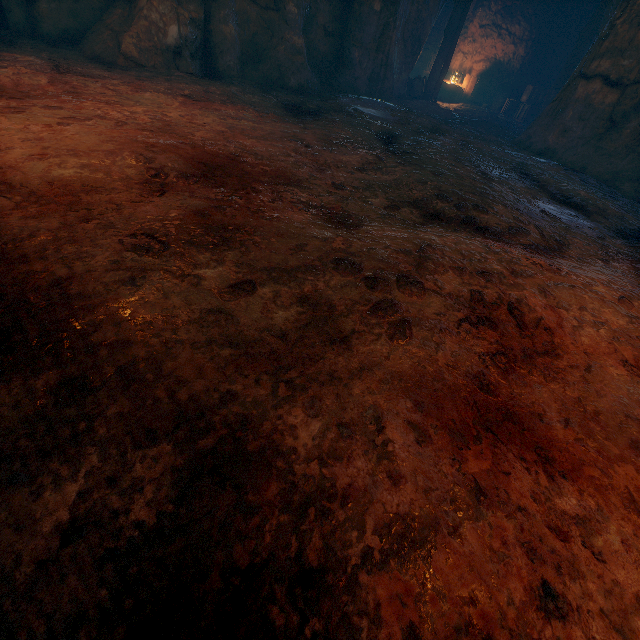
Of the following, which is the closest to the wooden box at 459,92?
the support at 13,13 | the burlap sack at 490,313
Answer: the burlap sack at 490,313

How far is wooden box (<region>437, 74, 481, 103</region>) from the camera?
14.85m

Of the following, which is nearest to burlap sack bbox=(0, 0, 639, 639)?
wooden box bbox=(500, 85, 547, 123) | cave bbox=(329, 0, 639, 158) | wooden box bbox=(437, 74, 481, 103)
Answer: cave bbox=(329, 0, 639, 158)

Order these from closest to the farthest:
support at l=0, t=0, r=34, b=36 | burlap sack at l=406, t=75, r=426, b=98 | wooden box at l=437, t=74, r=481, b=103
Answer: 1. support at l=0, t=0, r=34, b=36
2. burlap sack at l=406, t=75, r=426, b=98
3. wooden box at l=437, t=74, r=481, b=103

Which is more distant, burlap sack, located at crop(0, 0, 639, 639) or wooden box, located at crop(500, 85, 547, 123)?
wooden box, located at crop(500, 85, 547, 123)

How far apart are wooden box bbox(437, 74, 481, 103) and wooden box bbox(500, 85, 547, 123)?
1.57m

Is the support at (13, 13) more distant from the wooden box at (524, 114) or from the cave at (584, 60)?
the wooden box at (524, 114)

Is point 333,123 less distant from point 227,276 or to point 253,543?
point 227,276
